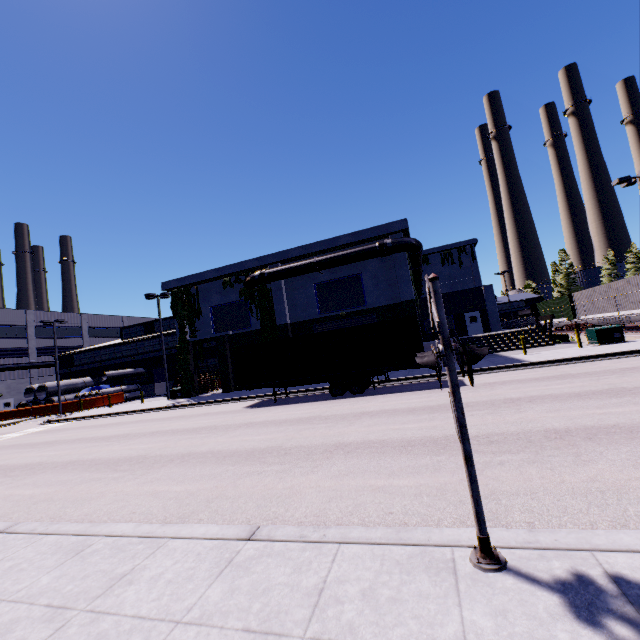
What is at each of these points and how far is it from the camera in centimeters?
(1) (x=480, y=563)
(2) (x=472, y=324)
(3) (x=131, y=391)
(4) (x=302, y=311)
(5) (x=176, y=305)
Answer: (1) railroad crossing sign, 308cm
(2) door, 3469cm
(3) concrete pipe stack, 4062cm
(4) building, 2603cm
(5) tree, 2919cm

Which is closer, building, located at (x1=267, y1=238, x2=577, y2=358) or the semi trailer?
the semi trailer

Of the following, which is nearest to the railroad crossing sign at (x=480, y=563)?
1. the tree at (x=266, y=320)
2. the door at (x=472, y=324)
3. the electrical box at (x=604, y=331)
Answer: the door at (x=472, y=324)

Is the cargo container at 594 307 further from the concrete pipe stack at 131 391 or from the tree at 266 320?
the concrete pipe stack at 131 391

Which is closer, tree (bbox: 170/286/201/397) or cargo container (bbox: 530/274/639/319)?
cargo container (bbox: 530/274/639/319)

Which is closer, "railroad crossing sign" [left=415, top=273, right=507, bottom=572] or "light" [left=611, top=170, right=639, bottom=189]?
"railroad crossing sign" [left=415, top=273, right=507, bottom=572]

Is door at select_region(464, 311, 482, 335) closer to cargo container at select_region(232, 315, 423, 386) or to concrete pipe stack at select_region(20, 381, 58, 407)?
concrete pipe stack at select_region(20, 381, 58, 407)

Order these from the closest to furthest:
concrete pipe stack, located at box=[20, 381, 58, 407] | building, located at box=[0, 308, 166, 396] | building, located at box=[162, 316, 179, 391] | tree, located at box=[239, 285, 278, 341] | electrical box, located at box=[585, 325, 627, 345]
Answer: electrical box, located at box=[585, 325, 627, 345], tree, located at box=[239, 285, 278, 341], concrete pipe stack, located at box=[20, 381, 58, 407], building, located at box=[162, 316, 179, 391], building, located at box=[0, 308, 166, 396]
